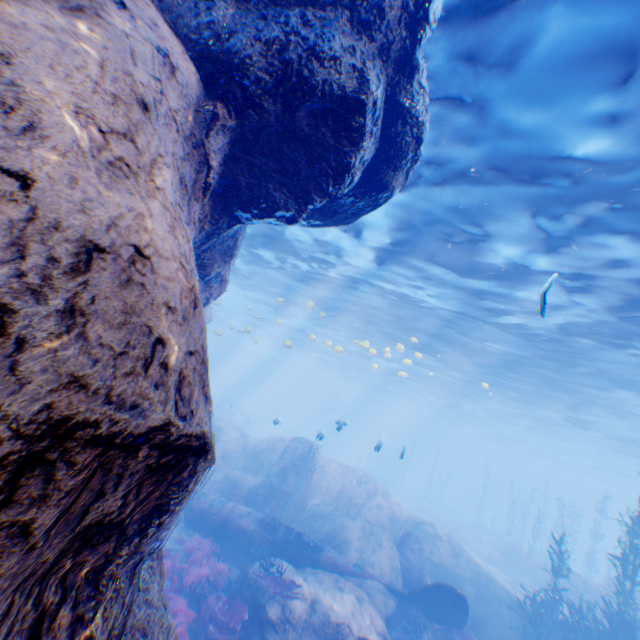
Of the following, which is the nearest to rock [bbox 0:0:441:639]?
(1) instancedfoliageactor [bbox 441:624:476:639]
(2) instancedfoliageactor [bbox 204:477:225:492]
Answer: (2) instancedfoliageactor [bbox 204:477:225:492]

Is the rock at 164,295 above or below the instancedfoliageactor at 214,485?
above

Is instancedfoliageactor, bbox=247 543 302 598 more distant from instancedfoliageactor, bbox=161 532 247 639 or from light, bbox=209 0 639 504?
light, bbox=209 0 639 504

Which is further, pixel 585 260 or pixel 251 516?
pixel 251 516

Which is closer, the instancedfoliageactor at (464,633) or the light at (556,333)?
the light at (556,333)

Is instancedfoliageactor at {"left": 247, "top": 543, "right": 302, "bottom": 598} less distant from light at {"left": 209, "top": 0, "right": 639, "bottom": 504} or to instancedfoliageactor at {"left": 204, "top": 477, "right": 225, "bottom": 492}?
light at {"left": 209, "top": 0, "right": 639, "bottom": 504}

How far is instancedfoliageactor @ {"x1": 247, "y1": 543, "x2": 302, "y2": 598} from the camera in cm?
905

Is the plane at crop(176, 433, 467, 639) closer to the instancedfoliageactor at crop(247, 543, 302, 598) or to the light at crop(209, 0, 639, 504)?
the light at crop(209, 0, 639, 504)
